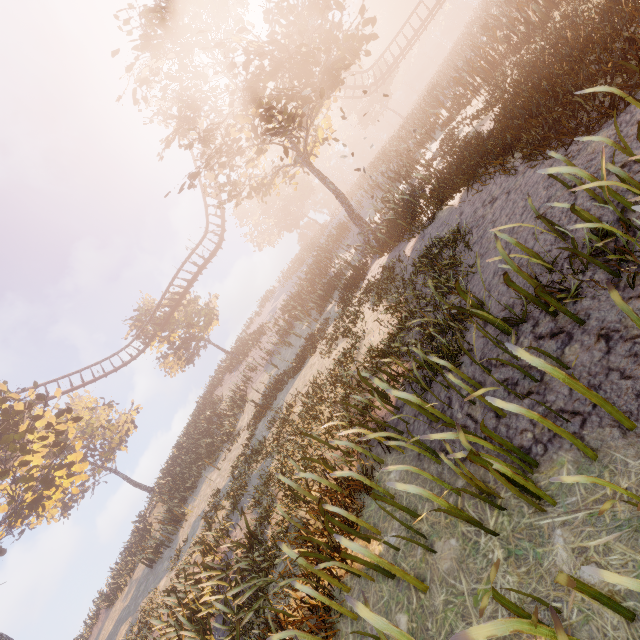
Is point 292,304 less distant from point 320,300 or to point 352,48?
point 320,300

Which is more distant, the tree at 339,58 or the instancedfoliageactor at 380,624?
the tree at 339,58

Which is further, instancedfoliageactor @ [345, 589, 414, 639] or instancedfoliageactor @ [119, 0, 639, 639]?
instancedfoliageactor @ [119, 0, 639, 639]

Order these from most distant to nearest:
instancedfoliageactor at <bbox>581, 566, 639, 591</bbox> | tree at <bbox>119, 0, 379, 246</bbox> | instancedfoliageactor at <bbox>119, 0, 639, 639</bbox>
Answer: tree at <bbox>119, 0, 379, 246</bbox> < instancedfoliageactor at <bbox>119, 0, 639, 639</bbox> < instancedfoliageactor at <bbox>581, 566, 639, 591</bbox>

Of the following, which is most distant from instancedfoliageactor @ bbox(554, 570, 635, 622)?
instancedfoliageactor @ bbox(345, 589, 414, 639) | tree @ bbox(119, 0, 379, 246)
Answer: tree @ bbox(119, 0, 379, 246)

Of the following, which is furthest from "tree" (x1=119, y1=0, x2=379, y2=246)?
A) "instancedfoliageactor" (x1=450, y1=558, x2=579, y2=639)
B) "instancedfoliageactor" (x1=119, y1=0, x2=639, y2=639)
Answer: "instancedfoliageactor" (x1=119, y1=0, x2=639, y2=639)

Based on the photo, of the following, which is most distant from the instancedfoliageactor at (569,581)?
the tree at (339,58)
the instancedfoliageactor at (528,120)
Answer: the tree at (339,58)
